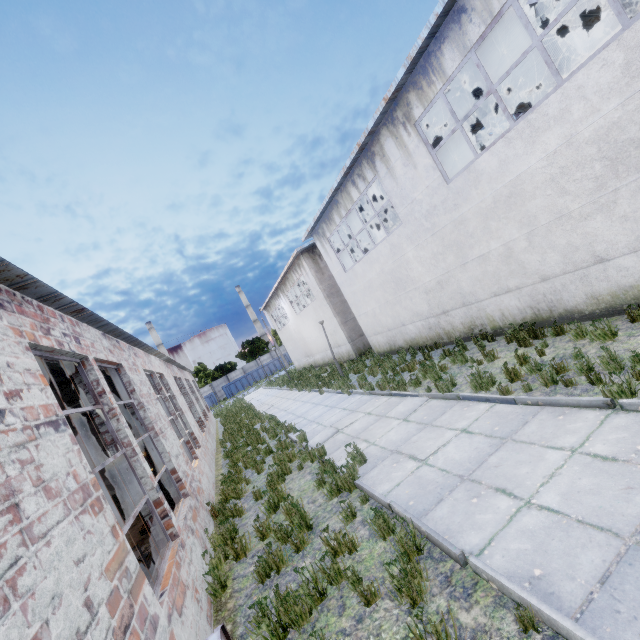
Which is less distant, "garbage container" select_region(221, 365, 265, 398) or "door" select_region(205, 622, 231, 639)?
"door" select_region(205, 622, 231, 639)

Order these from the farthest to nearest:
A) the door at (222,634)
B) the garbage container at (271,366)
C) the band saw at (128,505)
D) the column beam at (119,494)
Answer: the garbage container at (271,366), the column beam at (119,494), the band saw at (128,505), the door at (222,634)

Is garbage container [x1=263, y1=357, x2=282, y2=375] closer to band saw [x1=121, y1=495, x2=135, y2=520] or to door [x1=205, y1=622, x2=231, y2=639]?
band saw [x1=121, y1=495, x2=135, y2=520]

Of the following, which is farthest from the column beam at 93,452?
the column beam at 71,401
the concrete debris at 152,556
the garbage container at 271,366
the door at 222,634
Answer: the garbage container at 271,366

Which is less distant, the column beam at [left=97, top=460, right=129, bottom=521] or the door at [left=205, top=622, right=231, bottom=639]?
the door at [left=205, top=622, right=231, bottom=639]

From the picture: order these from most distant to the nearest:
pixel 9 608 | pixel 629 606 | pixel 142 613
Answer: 1. pixel 142 613
2. pixel 629 606
3. pixel 9 608

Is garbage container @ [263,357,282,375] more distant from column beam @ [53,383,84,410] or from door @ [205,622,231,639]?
door @ [205,622,231,639]

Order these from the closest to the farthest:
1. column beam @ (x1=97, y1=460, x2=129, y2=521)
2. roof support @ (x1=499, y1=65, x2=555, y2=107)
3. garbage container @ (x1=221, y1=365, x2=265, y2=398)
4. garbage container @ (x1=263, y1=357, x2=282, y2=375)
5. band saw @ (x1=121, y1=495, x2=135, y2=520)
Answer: band saw @ (x1=121, y1=495, x2=135, y2=520) → column beam @ (x1=97, y1=460, x2=129, y2=521) → roof support @ (x1=499, y1=65, x2=555, y2=107) → garbage container @ (x1=221, y1=365, x2=265, y2=398) → garbage container @ (x1=263, y1=357, x2=282, y2=375)
